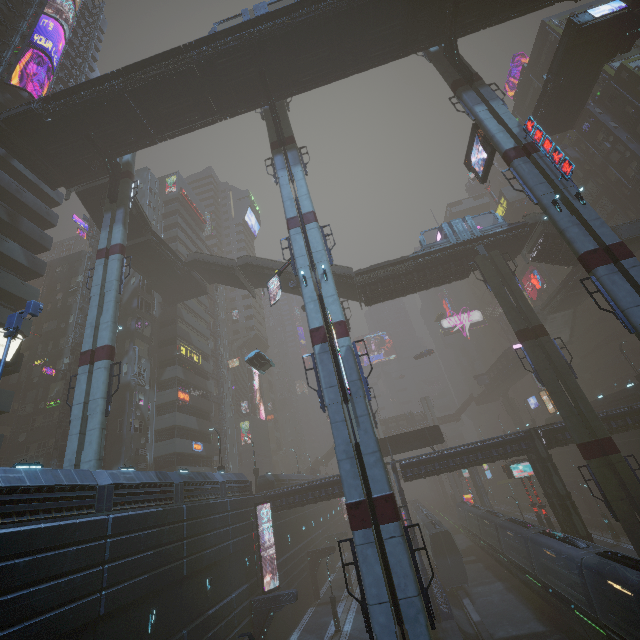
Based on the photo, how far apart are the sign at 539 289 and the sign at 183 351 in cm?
5930

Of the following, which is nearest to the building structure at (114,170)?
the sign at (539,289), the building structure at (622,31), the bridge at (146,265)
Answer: the bridge at (146,265)

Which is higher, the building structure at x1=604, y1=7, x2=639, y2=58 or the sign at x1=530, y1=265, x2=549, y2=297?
→ the building structure at x1=604, y1=7, x2=639, y2=58

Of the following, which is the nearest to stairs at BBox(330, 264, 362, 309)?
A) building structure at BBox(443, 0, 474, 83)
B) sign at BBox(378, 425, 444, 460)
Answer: sign at BBox(378, 425, 444, 460)

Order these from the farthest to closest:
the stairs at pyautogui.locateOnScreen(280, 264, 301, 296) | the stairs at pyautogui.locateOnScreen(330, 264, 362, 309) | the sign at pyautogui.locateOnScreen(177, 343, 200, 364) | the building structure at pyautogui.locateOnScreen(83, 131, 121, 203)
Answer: the sign at pyautogui.locateOnScreen(177, 343, 200, 364), the stairs at pyautogui.locateOnScreen(280, 264, 301, 296), the stairs at pyautogui.locateOnScreen(330, 264, 362, 309), the building structure at pyautogui.locateOnScreen(83, 131, 121, 203)

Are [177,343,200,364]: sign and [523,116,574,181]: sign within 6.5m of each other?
no

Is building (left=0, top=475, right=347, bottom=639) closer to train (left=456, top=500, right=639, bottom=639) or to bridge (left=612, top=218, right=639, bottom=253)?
train (left=456, top=500, right=639, bottom=639)

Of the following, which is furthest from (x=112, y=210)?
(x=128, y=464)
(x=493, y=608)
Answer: (x=493, y=608)
